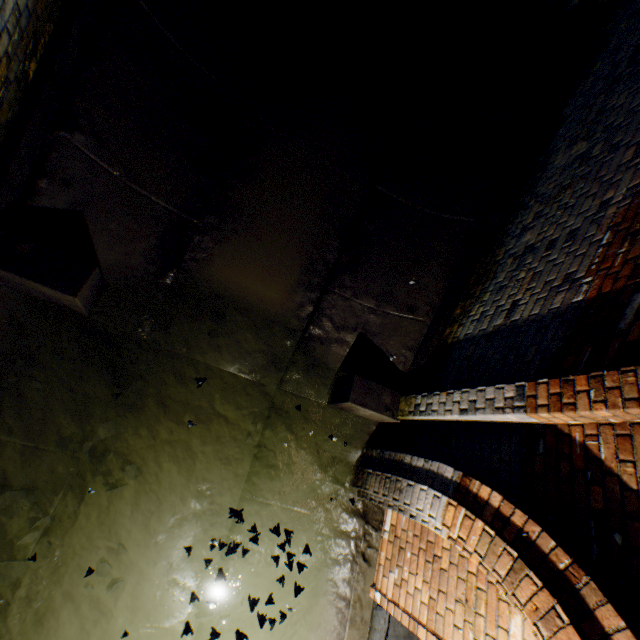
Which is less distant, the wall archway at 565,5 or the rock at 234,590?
the rock at 234,590

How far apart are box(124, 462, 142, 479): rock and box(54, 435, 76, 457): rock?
0.3 meters

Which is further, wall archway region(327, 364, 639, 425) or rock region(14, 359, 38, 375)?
rock region(14, 359, 38, 375)

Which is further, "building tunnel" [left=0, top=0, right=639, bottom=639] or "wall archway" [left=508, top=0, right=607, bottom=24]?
"wall archway" [left=508, top=0, right=607, bottom=24]

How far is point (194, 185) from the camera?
3.4 meters

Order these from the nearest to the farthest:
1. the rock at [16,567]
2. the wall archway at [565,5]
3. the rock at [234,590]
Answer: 1. the rock at [16,567]
2. the rock at [234,590]
3. the wall archway at [565,5]

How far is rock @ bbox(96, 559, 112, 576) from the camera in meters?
3.0

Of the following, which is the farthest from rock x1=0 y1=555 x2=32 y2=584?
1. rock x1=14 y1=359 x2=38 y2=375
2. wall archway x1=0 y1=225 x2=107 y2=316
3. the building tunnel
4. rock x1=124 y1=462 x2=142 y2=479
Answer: wall archway x1=0 y1=225 x2=107 y2=316
